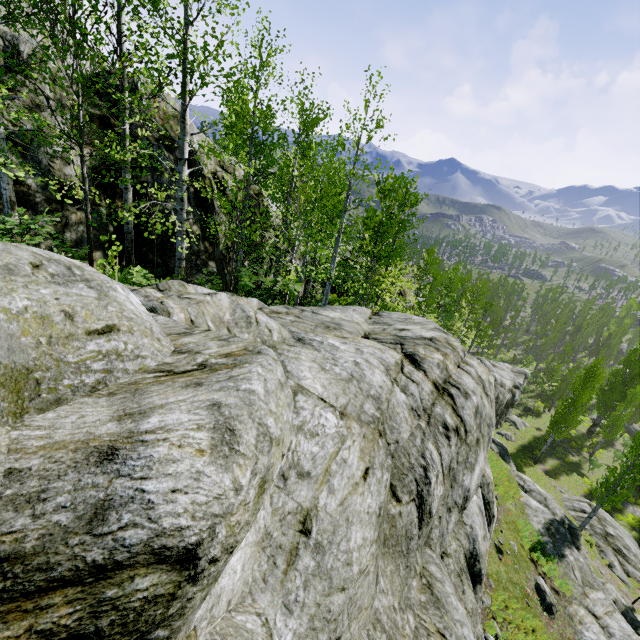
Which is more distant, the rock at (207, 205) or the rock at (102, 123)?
the rock at (207, 205)

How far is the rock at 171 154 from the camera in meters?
10.4 m

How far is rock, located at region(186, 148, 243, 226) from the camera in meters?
11.8

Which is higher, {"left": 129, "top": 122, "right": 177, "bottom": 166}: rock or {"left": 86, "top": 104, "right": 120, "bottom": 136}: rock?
{"left": 86, "top": 104, "right": 120, "bottom": 136}: rock

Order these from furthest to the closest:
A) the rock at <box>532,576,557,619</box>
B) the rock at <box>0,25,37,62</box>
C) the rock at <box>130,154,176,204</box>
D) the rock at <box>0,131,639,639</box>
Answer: the rock at <box>532,576,557,619</box> < the rock at <box>130,154,176,204</box> < the rock at <box>0,25,37,62</box> < the rock at <box>0,131,639,639</box>

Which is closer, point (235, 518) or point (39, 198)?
point (235, 518)
